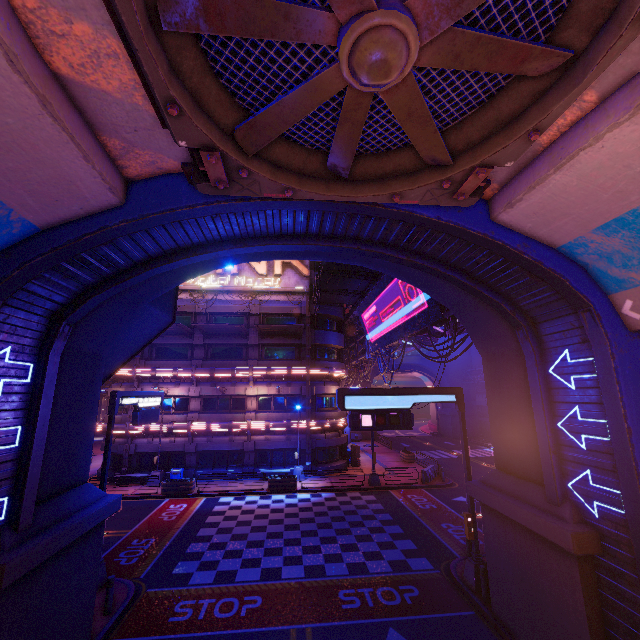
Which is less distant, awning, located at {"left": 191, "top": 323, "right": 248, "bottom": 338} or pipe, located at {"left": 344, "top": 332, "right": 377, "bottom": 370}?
awning, located at {"left": 191, "top": 323, "right": 248, "bottom": 338}

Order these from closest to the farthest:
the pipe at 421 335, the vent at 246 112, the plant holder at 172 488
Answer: the vent at 246 112
the pipe at 421 335
the plant holder at 172 488

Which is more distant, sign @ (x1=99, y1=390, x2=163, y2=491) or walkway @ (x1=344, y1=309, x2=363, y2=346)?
walkway @ (x1=344, y1=309, x2=363, y2=346)

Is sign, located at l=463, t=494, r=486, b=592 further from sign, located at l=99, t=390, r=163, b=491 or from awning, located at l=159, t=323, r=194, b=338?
awning, located at l=159, t=323, r=194, b=338

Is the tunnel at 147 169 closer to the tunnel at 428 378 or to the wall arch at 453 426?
the wall arch at 453 426

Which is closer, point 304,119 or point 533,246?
point 304,119

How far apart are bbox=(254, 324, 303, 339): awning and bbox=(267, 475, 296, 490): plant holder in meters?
11.5

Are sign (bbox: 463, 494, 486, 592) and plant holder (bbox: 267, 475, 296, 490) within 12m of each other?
no
